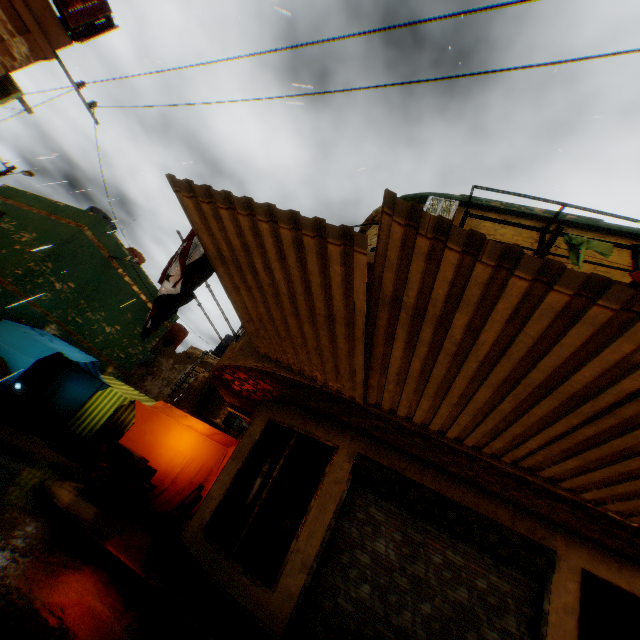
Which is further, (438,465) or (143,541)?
(143,541)

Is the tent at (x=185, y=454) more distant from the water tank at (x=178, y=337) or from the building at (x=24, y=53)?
the water tank at (x=178, y=337)

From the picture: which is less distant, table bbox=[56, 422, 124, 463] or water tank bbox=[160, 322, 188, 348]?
table bbox=[56, 422, 124, 463]

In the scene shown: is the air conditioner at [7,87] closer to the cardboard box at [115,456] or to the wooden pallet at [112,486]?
the cardboard box at [115,456]

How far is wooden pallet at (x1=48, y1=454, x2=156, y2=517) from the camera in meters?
6.6

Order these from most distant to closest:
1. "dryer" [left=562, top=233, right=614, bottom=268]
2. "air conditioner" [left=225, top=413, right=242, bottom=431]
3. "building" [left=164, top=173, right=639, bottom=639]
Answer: "air conditioner" [left=225, top=413, right=242, bottom=431], "dryer" [left=562, top=233, right=614, bottom=268], "building" [left=164, top=173, right=639, bottom=639]

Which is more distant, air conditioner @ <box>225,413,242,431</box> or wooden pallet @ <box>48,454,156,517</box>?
air conditioner @ <box>225,413,242,431</box>

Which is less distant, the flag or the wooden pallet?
the flag
